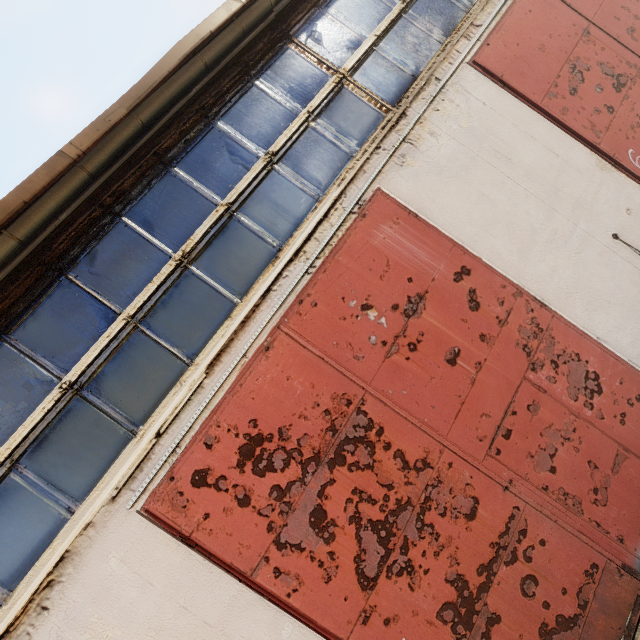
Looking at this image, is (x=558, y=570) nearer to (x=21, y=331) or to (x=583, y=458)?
(x=583, y=458)
